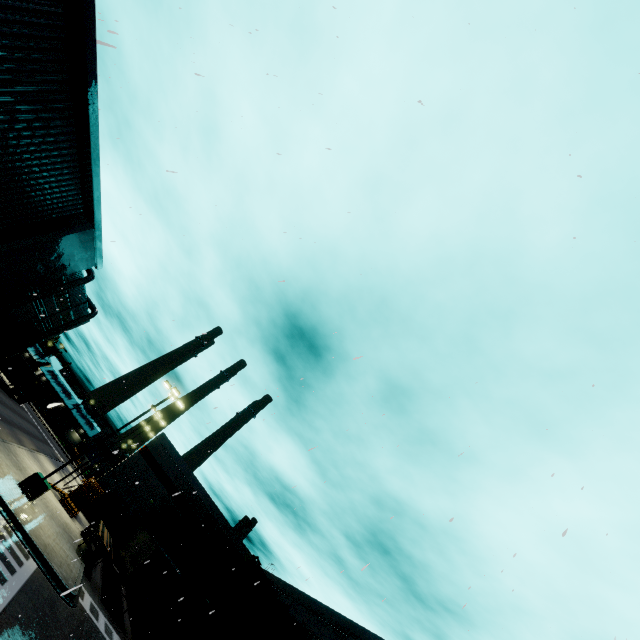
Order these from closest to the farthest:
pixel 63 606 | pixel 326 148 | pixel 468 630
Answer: pixel 326 148, pixel 468 630, pixel 63 606

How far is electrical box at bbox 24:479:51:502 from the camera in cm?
1916

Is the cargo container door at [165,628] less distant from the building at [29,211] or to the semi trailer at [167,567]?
the semi trailer at [167,567]

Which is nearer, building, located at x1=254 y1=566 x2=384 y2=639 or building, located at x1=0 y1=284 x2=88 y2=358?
building, located at x1=254 y1=566 x2=384 y2=639

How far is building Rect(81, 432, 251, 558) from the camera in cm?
3694

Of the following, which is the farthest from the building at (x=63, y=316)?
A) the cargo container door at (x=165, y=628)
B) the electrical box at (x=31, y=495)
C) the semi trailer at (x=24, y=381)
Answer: the electrical box at (x=31, y=495)

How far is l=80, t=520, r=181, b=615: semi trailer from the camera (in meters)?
21.62

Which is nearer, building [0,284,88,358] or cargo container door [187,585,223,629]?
cargo container door [187,585,223,629]
